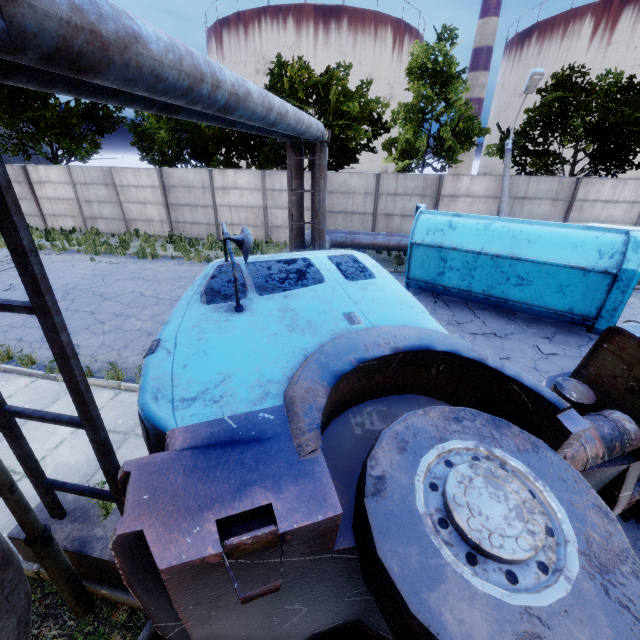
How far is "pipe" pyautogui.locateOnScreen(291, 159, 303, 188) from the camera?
11.3 meters

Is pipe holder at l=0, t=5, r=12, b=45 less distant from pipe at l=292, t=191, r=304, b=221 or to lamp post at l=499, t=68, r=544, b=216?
pipe at l=292, t=191, r=304, b=221

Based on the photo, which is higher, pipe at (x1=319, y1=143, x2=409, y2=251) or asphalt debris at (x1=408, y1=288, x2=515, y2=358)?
pipe at (x1=319, y1=143, x2=409, y2=251)

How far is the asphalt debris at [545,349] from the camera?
7.94m

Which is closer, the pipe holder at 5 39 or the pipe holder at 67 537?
the pipe holder at 5 39

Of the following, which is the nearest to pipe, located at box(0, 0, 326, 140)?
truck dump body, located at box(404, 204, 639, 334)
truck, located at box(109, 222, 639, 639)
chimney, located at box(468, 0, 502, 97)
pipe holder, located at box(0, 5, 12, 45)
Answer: pipe holder, located at box(0, 5, 12, 45)

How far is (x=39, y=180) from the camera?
18.8 meters

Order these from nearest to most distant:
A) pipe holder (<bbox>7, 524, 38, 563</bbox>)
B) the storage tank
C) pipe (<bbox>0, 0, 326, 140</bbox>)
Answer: pipe (<bbox>0, 0, 326, 140</bbox>) → pipe holder (<bbox>7, 524, 38, 563</bbox>) → the storage tank
